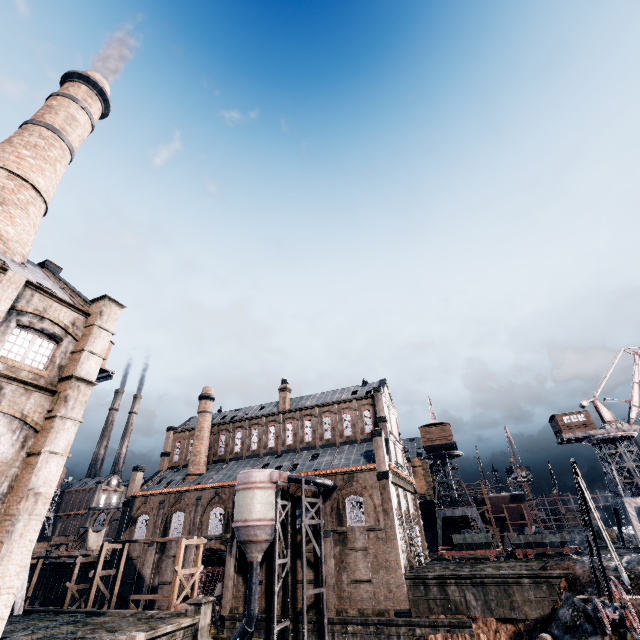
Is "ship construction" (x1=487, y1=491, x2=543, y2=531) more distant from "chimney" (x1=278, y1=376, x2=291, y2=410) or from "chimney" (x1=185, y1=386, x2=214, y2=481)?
"chimney" (x1=185, y1=386, x2=214, y2=481)

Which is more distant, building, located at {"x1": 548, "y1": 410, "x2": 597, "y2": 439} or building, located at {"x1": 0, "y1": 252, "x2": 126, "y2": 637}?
building, located at {"x1": 548, "y1": 410, "x2": 597, "y2": 439}

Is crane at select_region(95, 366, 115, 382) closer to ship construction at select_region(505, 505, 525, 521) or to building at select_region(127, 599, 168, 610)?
building at select_region(127, 599, 168, 610)

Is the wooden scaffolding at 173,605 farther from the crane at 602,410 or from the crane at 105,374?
the crane at 602,410

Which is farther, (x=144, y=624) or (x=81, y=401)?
(x=144, y=624)

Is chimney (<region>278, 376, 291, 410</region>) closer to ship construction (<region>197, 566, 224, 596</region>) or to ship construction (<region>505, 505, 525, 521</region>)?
ship construction (<region>197, 566, 224, 596</region>)

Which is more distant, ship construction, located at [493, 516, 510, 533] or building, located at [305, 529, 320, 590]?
ship construction, located at [493, 516, 510, 533]

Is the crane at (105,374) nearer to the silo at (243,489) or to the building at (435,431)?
the silo at (243,489)
